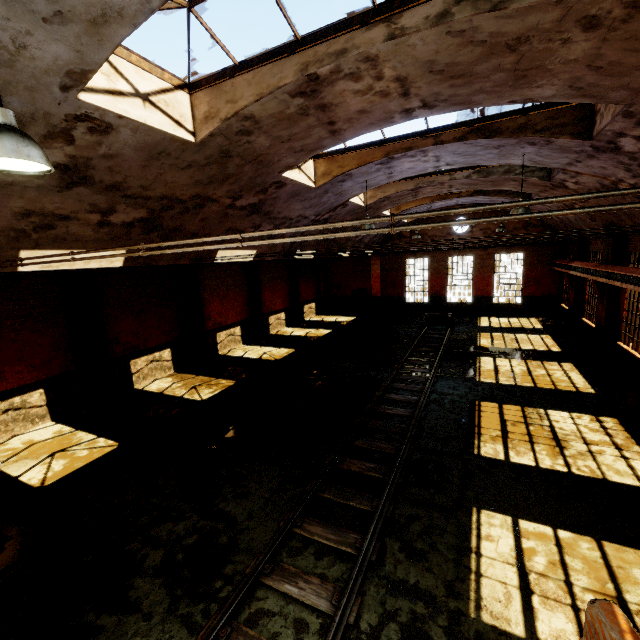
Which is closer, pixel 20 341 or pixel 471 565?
pixel 471 565

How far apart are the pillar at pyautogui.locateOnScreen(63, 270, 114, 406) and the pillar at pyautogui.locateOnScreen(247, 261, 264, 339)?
9.22m

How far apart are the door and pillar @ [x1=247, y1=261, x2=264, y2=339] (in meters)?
10.09

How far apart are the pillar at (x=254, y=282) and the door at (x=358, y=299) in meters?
10.1 m

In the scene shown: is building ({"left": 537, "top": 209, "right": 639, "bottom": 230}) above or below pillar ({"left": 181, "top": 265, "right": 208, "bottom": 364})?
above

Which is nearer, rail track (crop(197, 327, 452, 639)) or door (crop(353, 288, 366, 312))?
rail track (crop(197, 327, 452, 639))

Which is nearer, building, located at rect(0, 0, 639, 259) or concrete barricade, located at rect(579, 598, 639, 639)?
concrete barricade, located at rect(579, 598, 639, 639)

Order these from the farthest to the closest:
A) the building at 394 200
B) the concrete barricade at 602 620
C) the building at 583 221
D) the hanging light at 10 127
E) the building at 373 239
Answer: the building at 583 221
the building at 373 239
the building at 394 200
the concrete barricade at 602 620
the hanging light at 10 127
